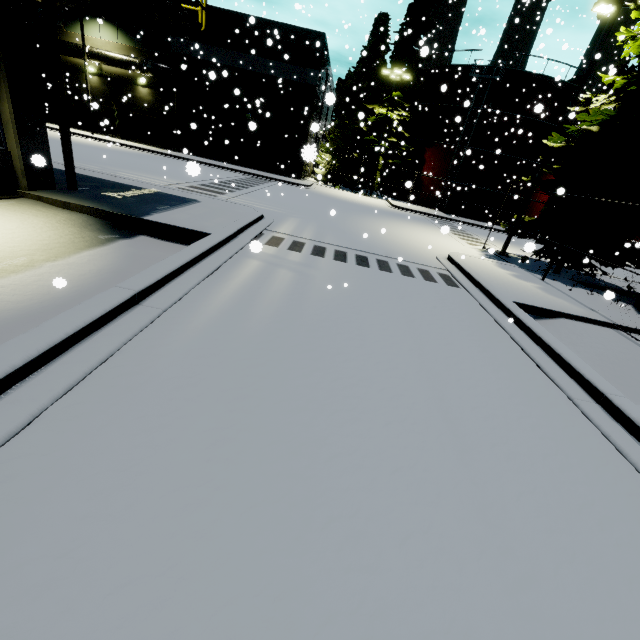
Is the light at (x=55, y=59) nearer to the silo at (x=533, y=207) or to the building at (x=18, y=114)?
the building at (x=18, y=114)

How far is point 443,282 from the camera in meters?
9.8 m

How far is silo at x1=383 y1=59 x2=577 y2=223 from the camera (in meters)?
27.38

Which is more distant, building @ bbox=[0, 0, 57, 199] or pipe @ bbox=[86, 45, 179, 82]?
pipe @ bbox=[86, 45, 179, 82]

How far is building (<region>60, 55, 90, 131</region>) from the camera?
27.5m

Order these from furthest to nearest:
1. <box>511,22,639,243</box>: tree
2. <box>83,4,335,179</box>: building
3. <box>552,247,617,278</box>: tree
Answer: <box>83,4,335,179</box>: building → <box>552,247,617,278</box>: tree → <box>511,22,639,243</box>: tree

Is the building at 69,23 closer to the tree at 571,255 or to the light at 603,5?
the tree at 571,255

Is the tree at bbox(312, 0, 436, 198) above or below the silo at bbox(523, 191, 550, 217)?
above
